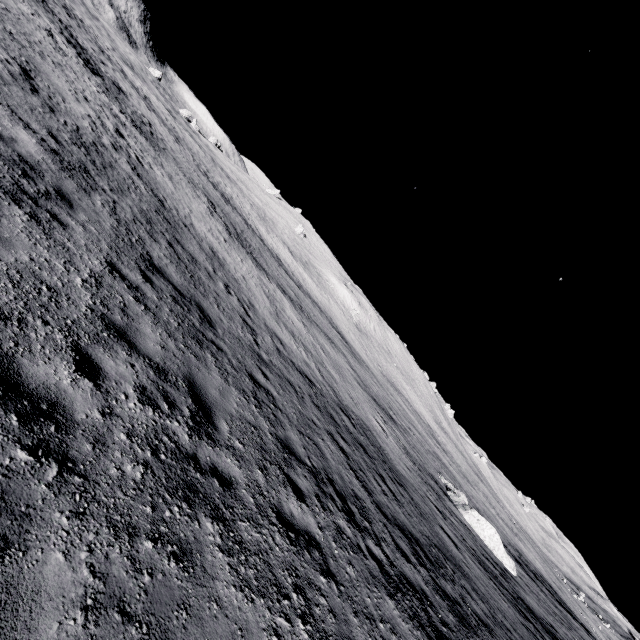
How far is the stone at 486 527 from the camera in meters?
21.3

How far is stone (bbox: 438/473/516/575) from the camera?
21.31m

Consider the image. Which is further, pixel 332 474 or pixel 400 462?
pixel 400 462
